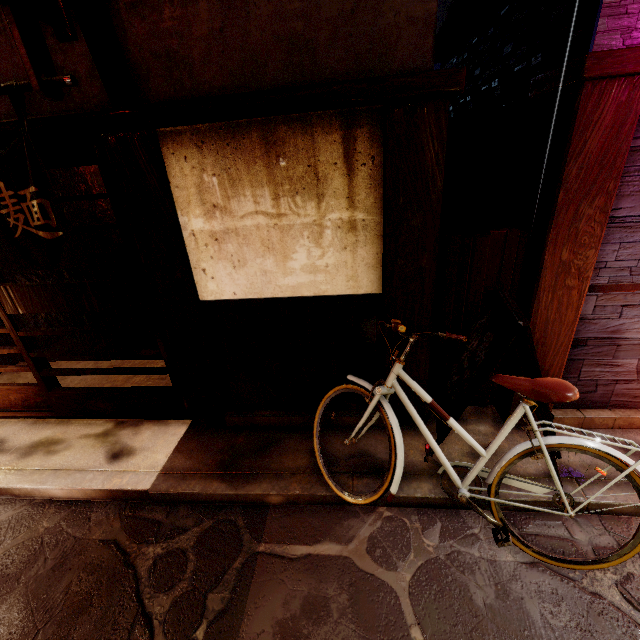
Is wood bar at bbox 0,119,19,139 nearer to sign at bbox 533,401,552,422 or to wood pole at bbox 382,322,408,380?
wood pole at bbox 382,322,408,380

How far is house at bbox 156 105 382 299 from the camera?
4.3 meters

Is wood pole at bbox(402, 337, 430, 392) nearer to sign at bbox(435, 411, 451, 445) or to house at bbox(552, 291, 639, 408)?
sign at bbox(435, 411, 451, 445)

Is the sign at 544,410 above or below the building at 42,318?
above

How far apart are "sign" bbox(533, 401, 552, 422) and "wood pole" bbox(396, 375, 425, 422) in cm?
1

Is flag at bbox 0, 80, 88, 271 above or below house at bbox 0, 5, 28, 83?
below

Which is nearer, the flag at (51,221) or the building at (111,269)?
the flag at (51,221)

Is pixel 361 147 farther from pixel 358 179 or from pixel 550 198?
pixel 550 198
